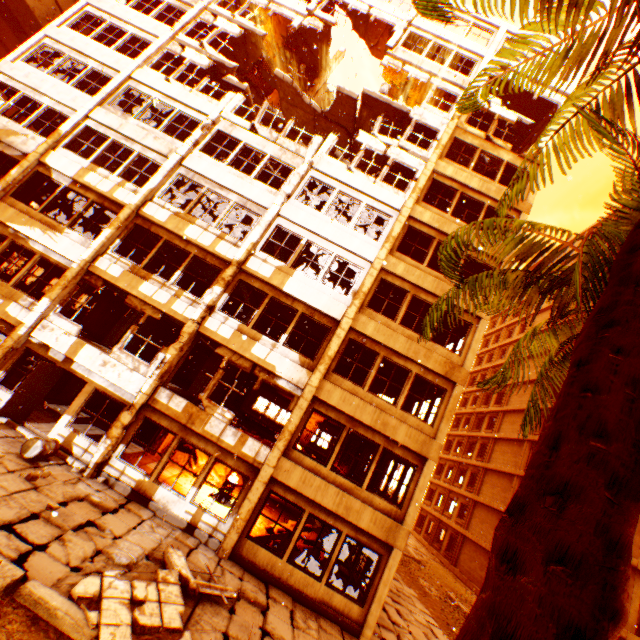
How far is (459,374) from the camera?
12.3m

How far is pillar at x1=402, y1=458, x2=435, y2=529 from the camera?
10.7 meters

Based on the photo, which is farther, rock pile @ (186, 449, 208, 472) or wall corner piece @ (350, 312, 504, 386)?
rock pile @ (186, 449, 208, 472)

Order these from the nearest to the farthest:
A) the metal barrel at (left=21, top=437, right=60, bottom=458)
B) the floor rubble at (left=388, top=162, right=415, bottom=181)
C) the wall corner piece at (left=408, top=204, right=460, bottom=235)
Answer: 1. the metal barrel at (left=21, top=437, right=60, bottom=458)
2. the wall corner piece at (left=408, top=204, right=460, bottom=235)
3. the floor rubble at (left=388, top=162, right=415, bottom=181)

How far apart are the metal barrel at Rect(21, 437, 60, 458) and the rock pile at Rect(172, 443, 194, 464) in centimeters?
558cm

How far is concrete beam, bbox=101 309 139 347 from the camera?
16.0m

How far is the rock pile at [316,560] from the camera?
11.2 meters
